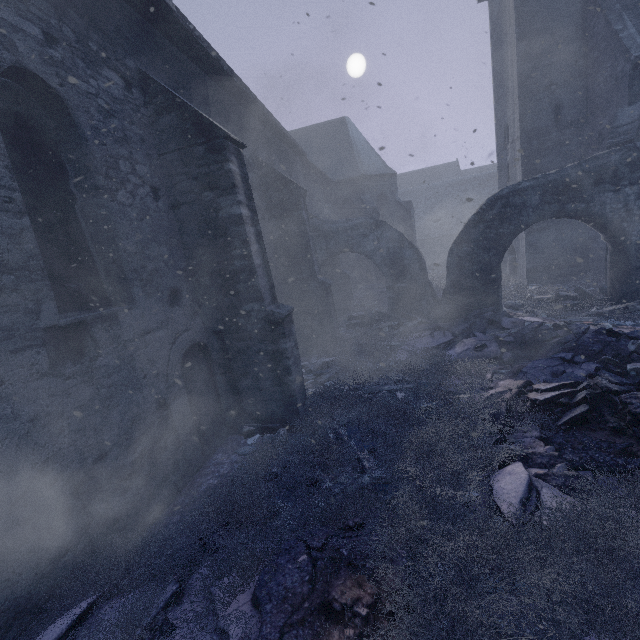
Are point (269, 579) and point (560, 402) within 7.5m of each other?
yes

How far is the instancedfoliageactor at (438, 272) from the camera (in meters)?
16.95

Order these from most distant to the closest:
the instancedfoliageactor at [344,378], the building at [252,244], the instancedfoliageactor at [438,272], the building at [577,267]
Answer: the instancedfoliageactor at [438,272] → the building at [577,267] → the building at [252,244] → the instancedfoliageactor at [344,378]

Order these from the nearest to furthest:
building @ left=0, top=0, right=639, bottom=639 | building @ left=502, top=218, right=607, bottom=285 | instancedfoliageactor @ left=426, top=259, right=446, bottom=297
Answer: building @ left=0, top=0, right=639, bottom=639 < building @ left=502, top=218, right=607, bottom=285 < instancedfoliageactor @ left=426, top=259, right=446, bottom=297

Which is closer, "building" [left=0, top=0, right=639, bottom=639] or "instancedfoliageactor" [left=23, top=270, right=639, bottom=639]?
"instancedfoliageactor" [left=23, top=270, right=639, bottom=639]

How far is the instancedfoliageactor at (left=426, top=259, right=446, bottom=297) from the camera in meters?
17.0

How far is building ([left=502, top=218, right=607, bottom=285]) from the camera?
13.5 meters
